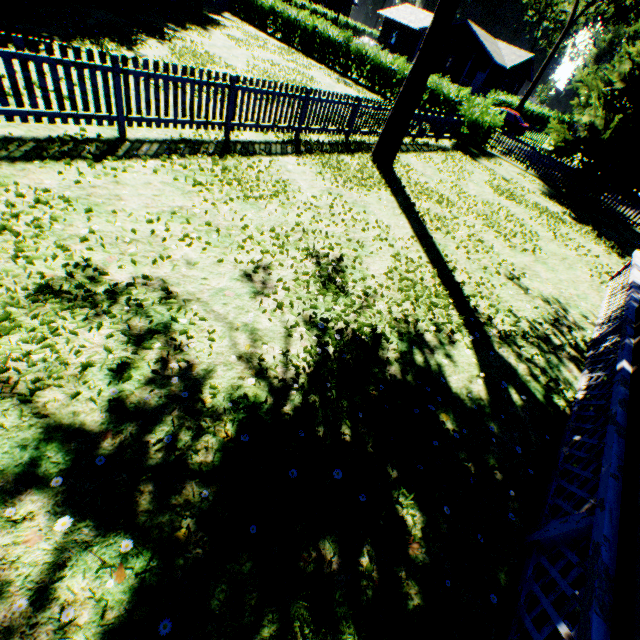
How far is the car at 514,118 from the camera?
27.9m

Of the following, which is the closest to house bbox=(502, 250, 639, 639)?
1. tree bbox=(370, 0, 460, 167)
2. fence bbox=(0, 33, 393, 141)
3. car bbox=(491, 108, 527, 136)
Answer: tree bbox=(370, 0, 460, 167)

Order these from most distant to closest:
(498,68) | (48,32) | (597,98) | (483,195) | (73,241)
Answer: (498,68) < (597,98) < (483,195) < (48,32) < (73,241)

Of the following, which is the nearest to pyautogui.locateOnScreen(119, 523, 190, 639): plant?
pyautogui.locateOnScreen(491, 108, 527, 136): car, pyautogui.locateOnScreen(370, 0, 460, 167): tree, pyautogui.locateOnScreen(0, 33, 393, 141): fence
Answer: pyautogui.locateOnScreen(0, 33, 393, 141): fence

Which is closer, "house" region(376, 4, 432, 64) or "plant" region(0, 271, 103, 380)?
"plant" region(0, 271, 103, 380)

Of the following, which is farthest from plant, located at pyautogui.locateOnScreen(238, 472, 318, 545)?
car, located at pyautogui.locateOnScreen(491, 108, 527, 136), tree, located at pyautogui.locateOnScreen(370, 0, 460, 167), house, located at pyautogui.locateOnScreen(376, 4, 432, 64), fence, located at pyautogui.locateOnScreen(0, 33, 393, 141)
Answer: house, located at pyautogui.locateOnScreen(376, 4, 432, 64)

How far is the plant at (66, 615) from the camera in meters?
2.0 m

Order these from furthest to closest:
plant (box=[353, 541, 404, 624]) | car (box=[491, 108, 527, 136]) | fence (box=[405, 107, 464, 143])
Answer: car (box=[491, 108, 527, 136]) < fence (box=[405, 107, 464, 143]) < plant (box=[353, 541, 404, 624])
